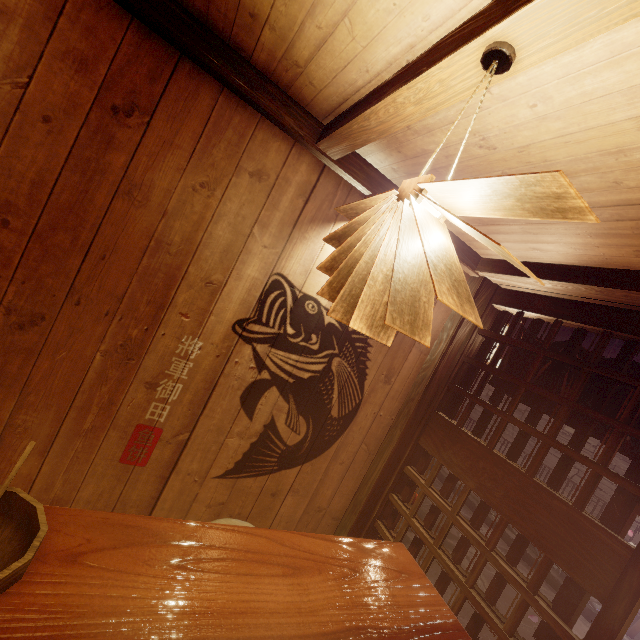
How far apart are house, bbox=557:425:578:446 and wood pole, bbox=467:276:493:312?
9.4m

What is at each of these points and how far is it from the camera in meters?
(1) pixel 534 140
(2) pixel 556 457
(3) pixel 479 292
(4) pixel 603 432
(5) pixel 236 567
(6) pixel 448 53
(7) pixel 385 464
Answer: (1) building, 2.2 m
(2) house, 11.1 m
(3) wood pole, 4.7 m
(4) flag, 3.6 m
(5) table, 1.8 m
(6) wood bar, 1.7 m
(7) wood pole, 4.8 m

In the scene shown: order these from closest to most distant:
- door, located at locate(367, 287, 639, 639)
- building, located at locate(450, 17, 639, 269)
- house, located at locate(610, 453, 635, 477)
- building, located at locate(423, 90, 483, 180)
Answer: building, located at locate(450, 17, 639, 269)
building, located at locate(423, 90, 483, 180)
door, located at locate(367, 287, 639, 639)
house, located at locate(610, 453, 635, 477)

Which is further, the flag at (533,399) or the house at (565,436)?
the house at (565,436)

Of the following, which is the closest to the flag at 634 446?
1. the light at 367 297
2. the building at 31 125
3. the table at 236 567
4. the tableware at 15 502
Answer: the building at 31 125

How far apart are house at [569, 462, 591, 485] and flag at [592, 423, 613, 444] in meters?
8.7

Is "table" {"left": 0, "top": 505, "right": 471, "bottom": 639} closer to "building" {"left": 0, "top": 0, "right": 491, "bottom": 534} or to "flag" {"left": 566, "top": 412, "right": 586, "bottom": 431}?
"building" {"left": 0, "top": 0, "right": 491, "bottom": 534}

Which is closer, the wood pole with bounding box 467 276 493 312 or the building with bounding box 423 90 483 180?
the building with bounding box 423 90 483 180
